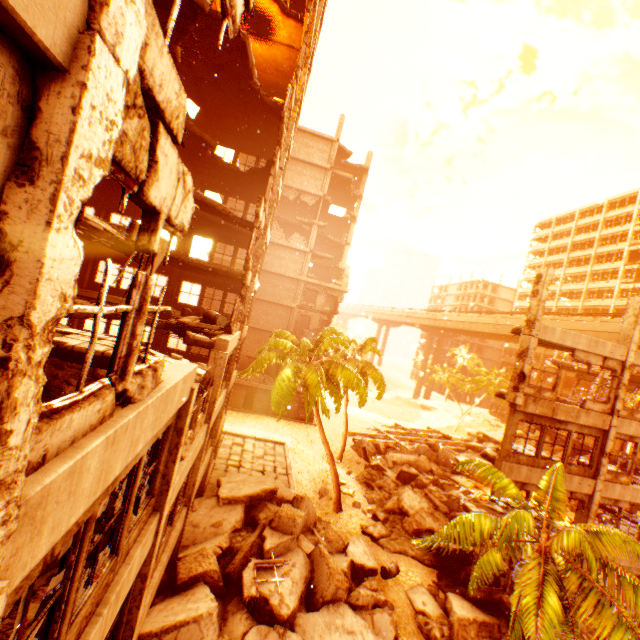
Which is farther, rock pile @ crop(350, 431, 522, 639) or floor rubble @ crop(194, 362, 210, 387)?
rock pile @ crop(350, 431, 522, 639)

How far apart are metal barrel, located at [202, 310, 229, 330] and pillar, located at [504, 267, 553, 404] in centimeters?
1238cm

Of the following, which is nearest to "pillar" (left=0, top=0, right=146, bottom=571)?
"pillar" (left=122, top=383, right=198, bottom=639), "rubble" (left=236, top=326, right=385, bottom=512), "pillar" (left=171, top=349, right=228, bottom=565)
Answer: "pillar" (left=122, top=383, right=198, bottom=639)

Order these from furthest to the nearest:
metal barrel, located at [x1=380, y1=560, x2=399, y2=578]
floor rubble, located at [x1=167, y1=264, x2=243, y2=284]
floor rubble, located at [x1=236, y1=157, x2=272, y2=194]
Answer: floor rubble, located at [x1=236, y1=157, x2=272, y2=194] < floor rubble, located at [x1=167, y1=264, x2=243, y2=284] < metal barrel, located at [x1=380, y1=560, x2=399, y2=578]

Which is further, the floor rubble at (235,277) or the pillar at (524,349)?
the floor rubble at (235,277)

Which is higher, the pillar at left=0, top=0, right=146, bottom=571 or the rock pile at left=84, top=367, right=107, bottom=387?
the pillar at left=0, top=0, right=146, bottom=571

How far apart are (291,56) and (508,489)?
21.5 meters

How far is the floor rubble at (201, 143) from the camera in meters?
14.6 m
